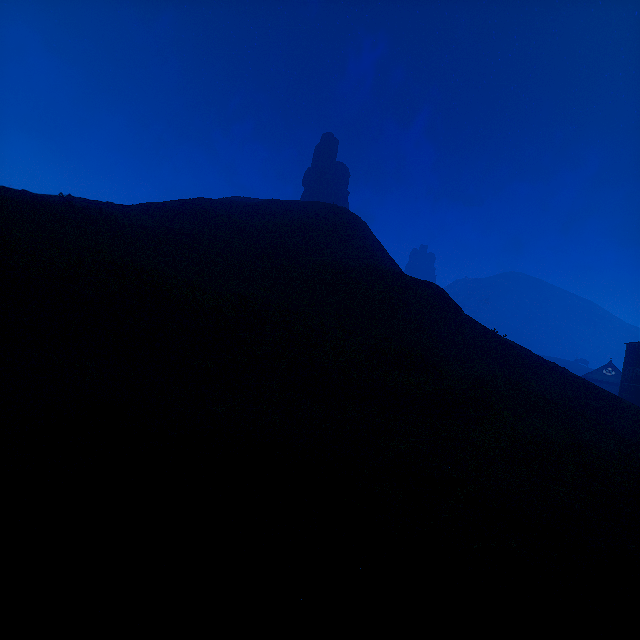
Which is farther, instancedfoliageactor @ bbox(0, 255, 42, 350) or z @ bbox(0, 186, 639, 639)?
instancedfoliageactor @ bbox(0, 255, 42, 350)

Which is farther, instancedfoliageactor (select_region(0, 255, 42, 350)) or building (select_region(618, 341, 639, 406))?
building (select_region(618, 341, 639, 406))

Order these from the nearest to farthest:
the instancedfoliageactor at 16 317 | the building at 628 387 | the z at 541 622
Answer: the z at 541 622 < the instancedfoliageactor at 16 317 < the building at 628 387

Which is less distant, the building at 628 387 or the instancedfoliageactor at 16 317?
the instancedfoliageactor at 16 317

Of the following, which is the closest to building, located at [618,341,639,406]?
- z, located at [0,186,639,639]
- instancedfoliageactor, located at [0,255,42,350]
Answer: z, located at [0,186,639,639]

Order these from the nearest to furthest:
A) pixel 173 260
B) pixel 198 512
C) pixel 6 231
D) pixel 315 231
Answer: pixel 198 512, pixel 6 231, pixel 173 260, pixel 315 231

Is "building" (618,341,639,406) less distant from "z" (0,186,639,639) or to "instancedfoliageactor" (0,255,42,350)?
"z" (0,186,639,639)
